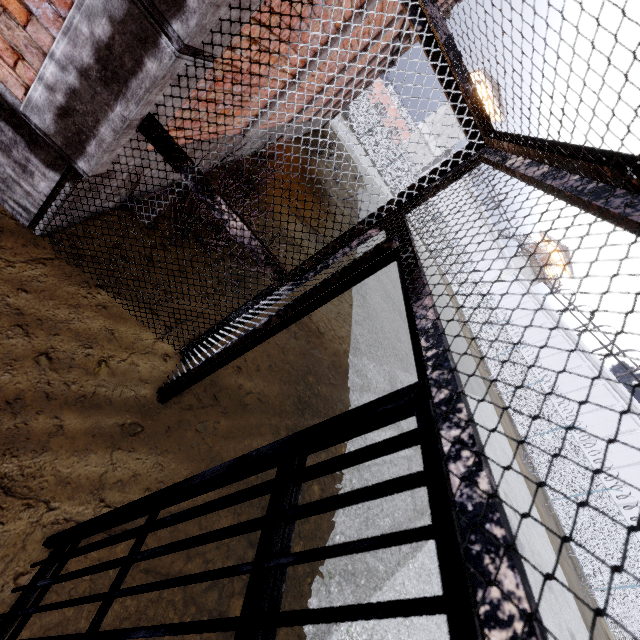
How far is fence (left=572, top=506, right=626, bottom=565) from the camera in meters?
15.0 m

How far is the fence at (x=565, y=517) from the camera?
16.69m

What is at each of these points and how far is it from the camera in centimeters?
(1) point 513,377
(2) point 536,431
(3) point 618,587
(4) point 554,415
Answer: (1) fence, 2491cm
(2) fence, 2098cm
(3) fence, 1409cm
(4) fence, 2098cm

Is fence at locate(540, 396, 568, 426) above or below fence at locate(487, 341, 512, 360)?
above

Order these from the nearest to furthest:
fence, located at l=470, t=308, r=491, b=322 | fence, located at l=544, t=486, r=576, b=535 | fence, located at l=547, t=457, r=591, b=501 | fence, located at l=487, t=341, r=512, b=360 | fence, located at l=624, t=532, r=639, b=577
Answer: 1. fence, located at l=624, t=532, r=639, b=577
2. fence, located at l=544, t=486, r=576, b=535
3. fence, located at l=547, t=457, r=591, b=501
4. fence, located at l=487, t=341, r=512, b=360
5. fence, located at l=470, t=308, r=491, b=322

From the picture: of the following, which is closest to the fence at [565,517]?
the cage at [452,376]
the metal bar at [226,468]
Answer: the cage at [452,376]
